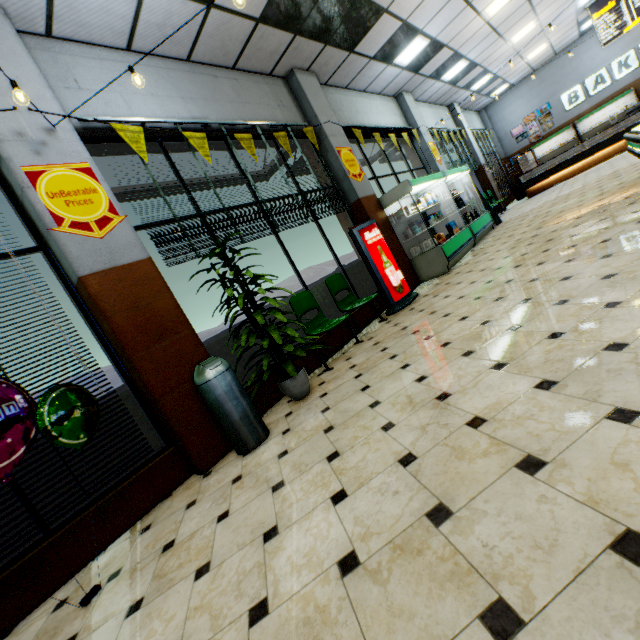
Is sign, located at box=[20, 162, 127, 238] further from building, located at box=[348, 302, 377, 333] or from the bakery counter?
the bakery counter

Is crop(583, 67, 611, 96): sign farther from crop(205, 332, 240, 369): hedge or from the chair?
the chair

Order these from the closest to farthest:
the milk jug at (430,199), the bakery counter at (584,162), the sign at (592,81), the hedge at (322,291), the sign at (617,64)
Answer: the hedge at (322,291) < the milk jug at (430,199) < the bakery counter at (584,162) < the sign at (617,64) < the sign at (592,81)

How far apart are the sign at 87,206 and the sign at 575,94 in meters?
20.1

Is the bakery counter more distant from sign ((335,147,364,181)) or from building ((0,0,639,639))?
sign ((335,147,364,181))

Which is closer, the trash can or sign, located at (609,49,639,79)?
the trash can

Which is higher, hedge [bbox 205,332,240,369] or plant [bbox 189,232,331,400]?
hedge [bbox 205,332,240,369]

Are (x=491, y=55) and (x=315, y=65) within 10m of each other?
yes
